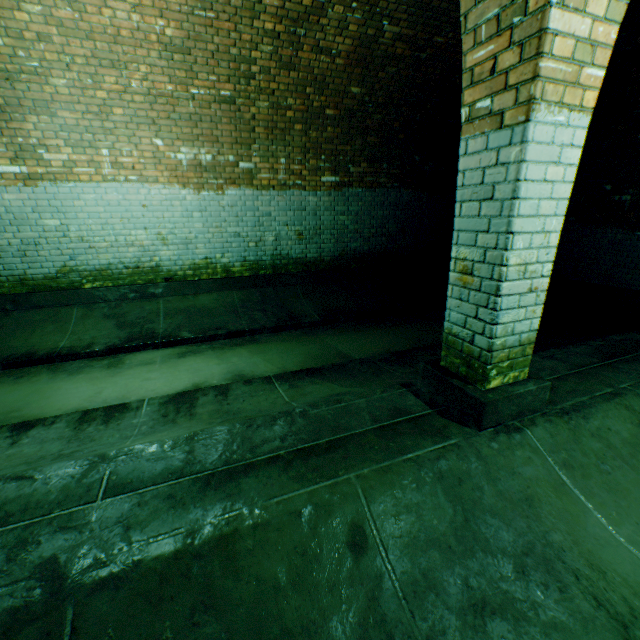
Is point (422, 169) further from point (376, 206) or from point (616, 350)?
point (616, 350)
